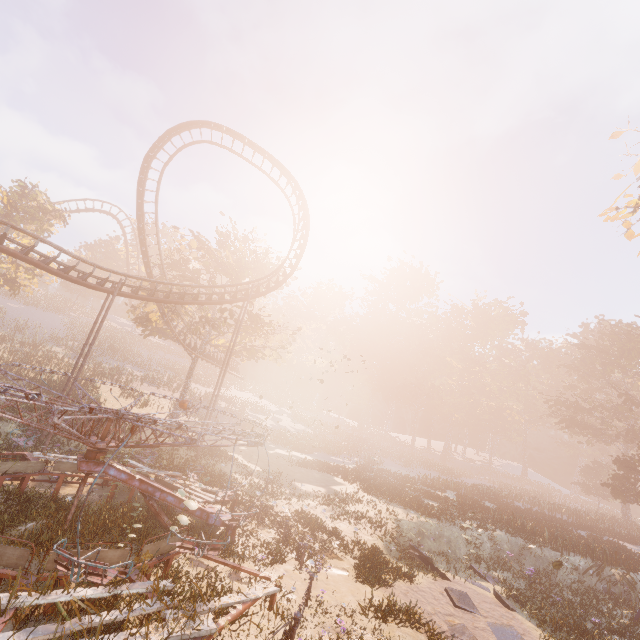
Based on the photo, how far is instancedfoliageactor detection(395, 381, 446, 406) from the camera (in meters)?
56.44

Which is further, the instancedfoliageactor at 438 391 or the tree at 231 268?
the instancedfoliageactor at 438 391

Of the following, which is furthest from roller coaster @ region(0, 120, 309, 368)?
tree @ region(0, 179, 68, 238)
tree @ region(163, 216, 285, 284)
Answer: tree @ region(0, 179, 68, 238)

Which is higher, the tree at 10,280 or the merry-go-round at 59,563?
the tree at 10,280

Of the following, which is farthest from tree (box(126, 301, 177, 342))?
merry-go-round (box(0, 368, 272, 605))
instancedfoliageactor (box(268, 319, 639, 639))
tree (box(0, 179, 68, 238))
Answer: instancedfoliageactor (box(268, 319, 639, 639))

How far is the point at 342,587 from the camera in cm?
1005

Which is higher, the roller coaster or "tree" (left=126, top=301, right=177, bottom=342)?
"tree" (left=126, top=301, right=177, bottom=342)

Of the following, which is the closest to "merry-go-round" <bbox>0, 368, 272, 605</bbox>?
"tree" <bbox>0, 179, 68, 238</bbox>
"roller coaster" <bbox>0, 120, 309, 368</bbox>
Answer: "roller coaster" <bbox>0, 120, 309, 368</bbox>
